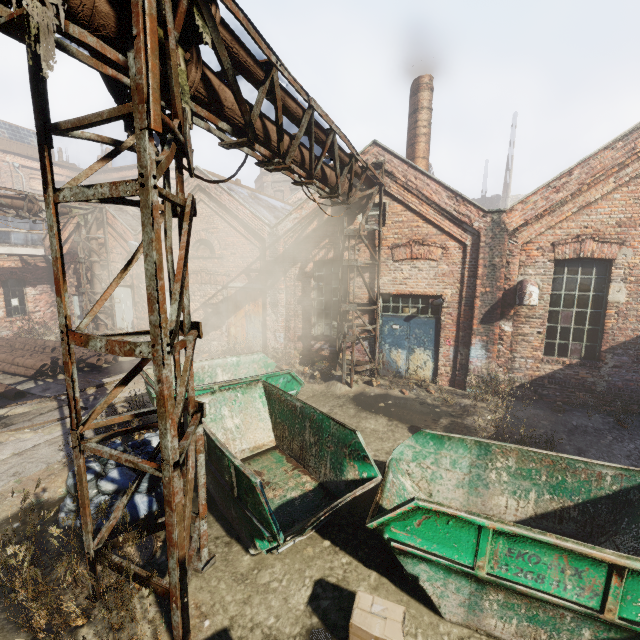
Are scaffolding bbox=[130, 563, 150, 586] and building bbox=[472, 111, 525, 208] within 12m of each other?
no

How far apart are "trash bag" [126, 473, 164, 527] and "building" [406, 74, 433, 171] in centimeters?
1069cm

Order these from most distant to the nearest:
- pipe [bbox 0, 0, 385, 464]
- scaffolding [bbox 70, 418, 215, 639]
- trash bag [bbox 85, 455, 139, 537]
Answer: trash bag [bbox 85, 455, 139, 537], scaffolding [bbox 70, 418, 215, 639], pipe [bbox 0, 0, 385, 464]

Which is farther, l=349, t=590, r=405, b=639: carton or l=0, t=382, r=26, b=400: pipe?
l=0, t=382, r=26, b=400: pipe

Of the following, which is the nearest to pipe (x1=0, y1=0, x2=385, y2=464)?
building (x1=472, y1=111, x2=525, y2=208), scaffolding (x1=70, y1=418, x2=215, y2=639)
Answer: scaffolding (x1=70, y1=418, x2=215, y2=639)

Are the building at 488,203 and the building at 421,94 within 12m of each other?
no

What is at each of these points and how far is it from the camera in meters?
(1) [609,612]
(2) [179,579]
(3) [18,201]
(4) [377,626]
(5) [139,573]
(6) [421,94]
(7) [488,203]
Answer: (1) container, 3.0 m
(2) scaffolding, 3.1 m
(3) pipe, 11.9 m
(4) carton, 3.2 m
(5) scaffolding, 3.3 m
(6) building, 11.1 m
(7) building, 37.0 m

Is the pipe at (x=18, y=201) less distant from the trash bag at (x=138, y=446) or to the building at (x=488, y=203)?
the trash bag at (x=138, y=446)
